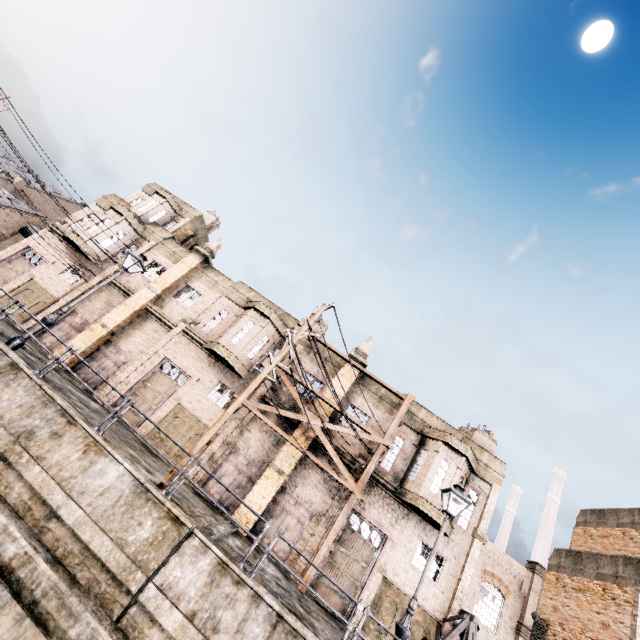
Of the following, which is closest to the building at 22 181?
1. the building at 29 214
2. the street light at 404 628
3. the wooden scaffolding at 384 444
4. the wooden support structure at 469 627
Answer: the building at 29 214

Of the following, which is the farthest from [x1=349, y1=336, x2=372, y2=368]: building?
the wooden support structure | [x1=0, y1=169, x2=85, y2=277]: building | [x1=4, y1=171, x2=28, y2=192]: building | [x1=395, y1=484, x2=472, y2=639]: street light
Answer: [x1=4, y1=171, x2=28, y2=192]: building

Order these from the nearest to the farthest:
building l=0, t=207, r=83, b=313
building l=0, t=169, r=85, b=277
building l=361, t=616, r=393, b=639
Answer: building l=361, t=616, r=393, b=639 → building l=0, t=207, r=83, b=313 → building l=0, t=169, r=85, b=277

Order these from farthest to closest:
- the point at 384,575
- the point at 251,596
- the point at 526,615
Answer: the point at 526,615
the point at 384,575
the point at 251,596

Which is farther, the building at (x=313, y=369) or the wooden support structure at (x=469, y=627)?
the building at (x=313, y=369)

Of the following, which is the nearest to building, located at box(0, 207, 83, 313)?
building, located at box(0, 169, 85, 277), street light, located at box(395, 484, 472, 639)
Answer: street light, located at box(395, 484, 472, 639)

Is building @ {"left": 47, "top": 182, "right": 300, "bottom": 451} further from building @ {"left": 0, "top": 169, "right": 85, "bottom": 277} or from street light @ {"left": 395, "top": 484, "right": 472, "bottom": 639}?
building @ {"left": 0, "top": 169, "right": 85, "bottom": 277}
